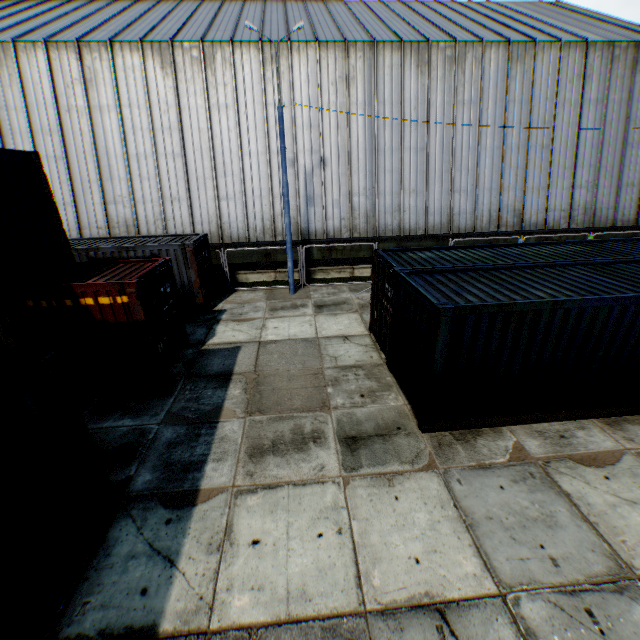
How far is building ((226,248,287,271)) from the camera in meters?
17.9

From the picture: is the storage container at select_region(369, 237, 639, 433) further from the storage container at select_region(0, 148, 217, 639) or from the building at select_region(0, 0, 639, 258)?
the building at select_region(0, 0, 639, 258)

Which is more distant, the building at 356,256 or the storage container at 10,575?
the building at 356,256

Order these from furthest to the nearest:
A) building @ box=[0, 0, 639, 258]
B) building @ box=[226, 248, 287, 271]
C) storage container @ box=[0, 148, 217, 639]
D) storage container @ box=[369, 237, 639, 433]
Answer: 1. building @ box=[226, 248, 287, 271]
2. building @ box=[0, 0, 639, 258]
3. storage container @ box=[369, 237, 639, 433]
4. storage container @ box=[0, 148, 217, 639]

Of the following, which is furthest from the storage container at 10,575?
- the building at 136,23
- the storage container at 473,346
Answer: the building at 136,23

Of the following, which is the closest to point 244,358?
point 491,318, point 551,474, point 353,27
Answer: point 491,318
